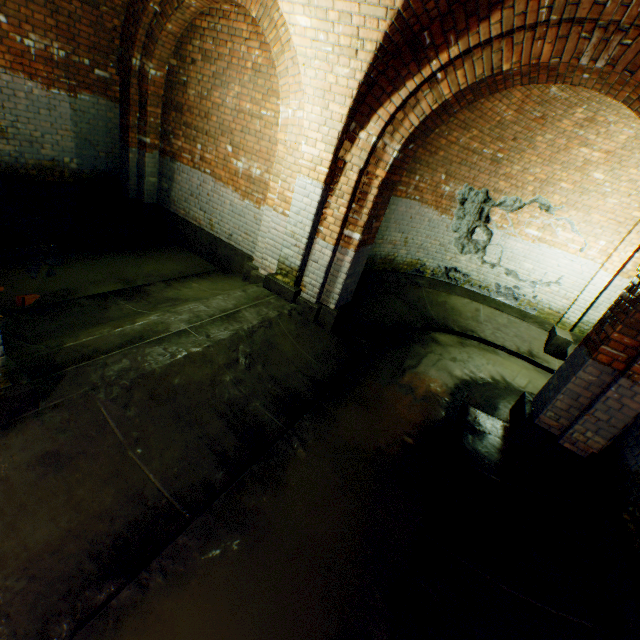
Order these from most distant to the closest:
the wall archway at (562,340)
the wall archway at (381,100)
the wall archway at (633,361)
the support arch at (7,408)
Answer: the wall archway at (562,340) < the wall archway at (633,361) < the wall archway at (381,100) < the support arch at (7,408)

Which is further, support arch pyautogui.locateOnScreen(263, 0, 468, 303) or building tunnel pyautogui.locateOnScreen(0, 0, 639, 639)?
support arch pyautogui.locateOnScreen(263, 0, 468, 303)

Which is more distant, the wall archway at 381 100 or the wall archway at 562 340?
the wall archway at 562 340

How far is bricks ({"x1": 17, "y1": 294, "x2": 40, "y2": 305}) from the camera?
4.0 meters

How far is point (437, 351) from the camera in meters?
6.5 m

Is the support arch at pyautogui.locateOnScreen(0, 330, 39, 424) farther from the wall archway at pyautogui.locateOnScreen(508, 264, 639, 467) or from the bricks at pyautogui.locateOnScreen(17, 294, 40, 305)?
the bricks at pyautogui.locateOnScreen(17, 294, 40, 305)

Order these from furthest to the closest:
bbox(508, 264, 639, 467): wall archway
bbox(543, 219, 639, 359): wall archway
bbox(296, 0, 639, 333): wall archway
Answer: bbox(543, 219, 639, 359): wall archway → bbox(508, 264, 639, 467): wall archway → bbox(296, 0, 639, 333): wall archway
